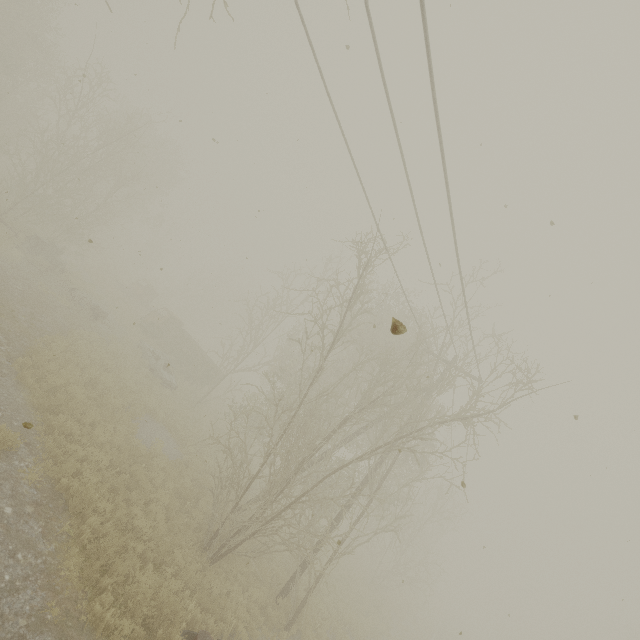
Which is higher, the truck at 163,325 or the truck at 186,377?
the truck at 163,325

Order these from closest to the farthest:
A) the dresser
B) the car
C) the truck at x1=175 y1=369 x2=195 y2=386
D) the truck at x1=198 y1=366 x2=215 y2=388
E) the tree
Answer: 1. the tree
2. the dresser
3. the car
4. the truck at x1=175 y1=369 x2=195 y2=386
5. the truck at x1=198 y1=366 x2=215 y2=388

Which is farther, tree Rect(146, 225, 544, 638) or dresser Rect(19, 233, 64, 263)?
dresser Rect(19, 233, 64, 263)

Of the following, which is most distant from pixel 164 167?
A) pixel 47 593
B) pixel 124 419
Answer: pixel 47 593

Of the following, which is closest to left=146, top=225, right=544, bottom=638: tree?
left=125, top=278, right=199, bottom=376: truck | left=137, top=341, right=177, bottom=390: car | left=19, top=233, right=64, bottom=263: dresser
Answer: left=125, top=278, right=199, bottom=376: truck

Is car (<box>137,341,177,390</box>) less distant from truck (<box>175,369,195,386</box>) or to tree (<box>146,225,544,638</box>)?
truck (<box>175,369,195,386</box>)

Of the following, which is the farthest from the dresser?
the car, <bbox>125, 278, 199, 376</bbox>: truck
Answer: <bbox>125, 278, 199, 376</bbox>: truck

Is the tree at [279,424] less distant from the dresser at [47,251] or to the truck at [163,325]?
the truck at [163,325]
